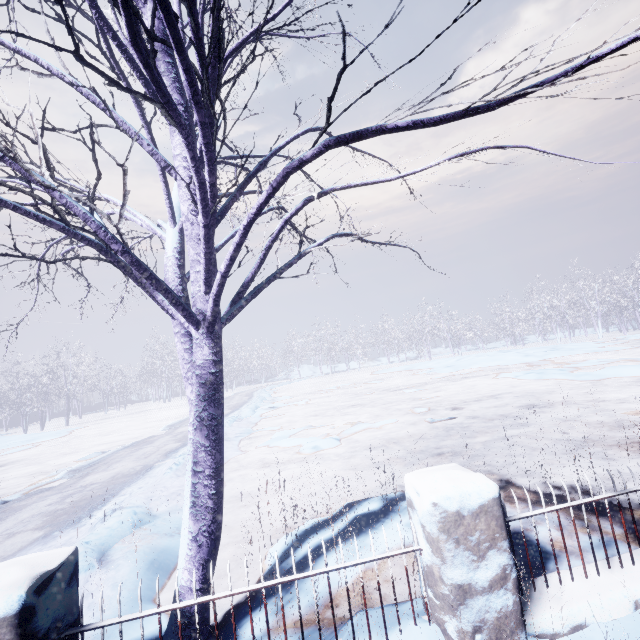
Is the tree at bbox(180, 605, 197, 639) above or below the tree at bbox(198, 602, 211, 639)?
above

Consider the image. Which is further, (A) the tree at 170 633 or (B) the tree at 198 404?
(A) the tree at 170 633

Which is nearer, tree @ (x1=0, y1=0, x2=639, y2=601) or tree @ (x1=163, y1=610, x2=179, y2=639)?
tree @ (x1=0, y1=0, x2=639, y2=601)

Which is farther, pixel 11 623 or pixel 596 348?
pixel 596 348
